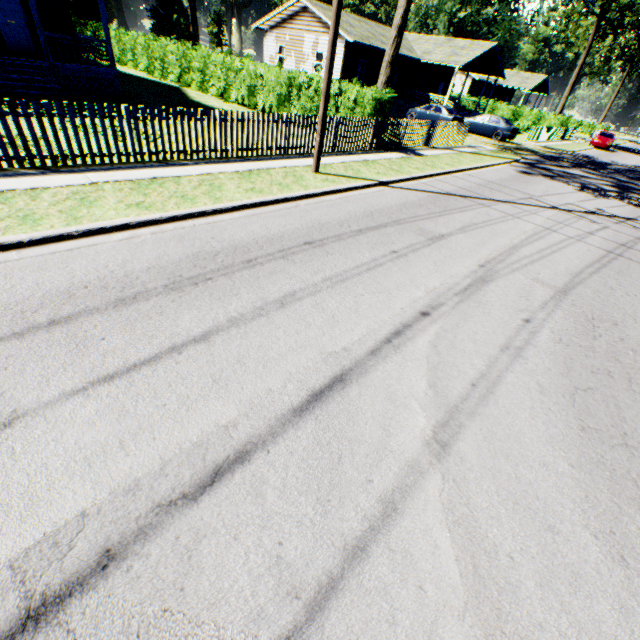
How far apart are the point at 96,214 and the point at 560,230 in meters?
11.8 m

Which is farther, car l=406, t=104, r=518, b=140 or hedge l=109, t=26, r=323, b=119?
car l=406, t=104, r=518, b=140

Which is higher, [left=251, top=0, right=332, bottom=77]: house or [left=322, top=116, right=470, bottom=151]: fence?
[left=251, top=0, right=332, bottom=77]: house

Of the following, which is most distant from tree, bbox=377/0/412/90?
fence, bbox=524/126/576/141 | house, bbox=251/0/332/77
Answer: fence, bbox=524/126/576/141

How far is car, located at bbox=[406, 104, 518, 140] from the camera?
25.08m

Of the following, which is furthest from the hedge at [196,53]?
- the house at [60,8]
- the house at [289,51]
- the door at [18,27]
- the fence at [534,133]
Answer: the fence at [534,133]

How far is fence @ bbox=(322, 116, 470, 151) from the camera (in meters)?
12.66

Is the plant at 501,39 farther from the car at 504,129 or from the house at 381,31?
the house at 381,31
